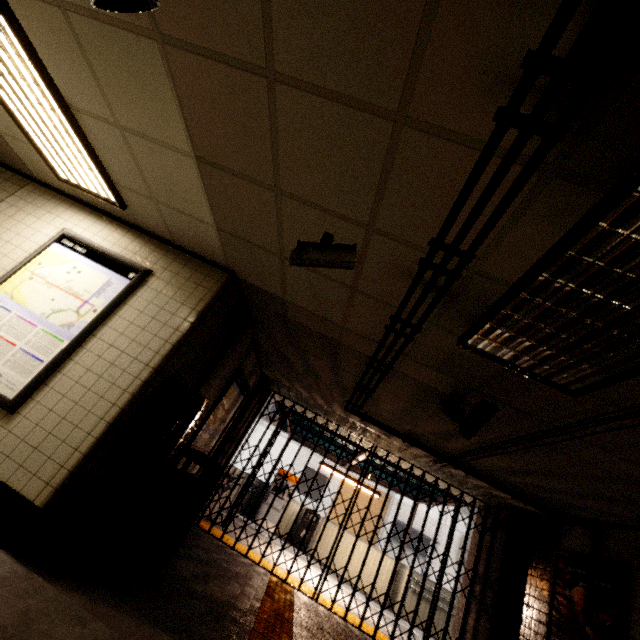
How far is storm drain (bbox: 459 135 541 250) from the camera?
1.44m

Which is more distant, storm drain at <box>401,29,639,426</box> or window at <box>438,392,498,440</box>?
window at <box>438,392,498,440</box>

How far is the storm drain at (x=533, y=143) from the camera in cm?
144

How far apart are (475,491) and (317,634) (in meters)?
3.82

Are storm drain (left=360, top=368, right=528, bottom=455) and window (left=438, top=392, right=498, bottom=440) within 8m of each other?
yes

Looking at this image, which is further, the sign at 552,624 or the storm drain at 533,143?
the sign at 552,624

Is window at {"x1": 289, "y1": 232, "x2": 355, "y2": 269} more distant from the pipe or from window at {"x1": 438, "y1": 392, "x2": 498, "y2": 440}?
window at {"x1": 438, "y1": 392, "x2": 498, "y2": 440}

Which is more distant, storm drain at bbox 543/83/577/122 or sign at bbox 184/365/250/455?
sign at bbox 184/365/250/455
